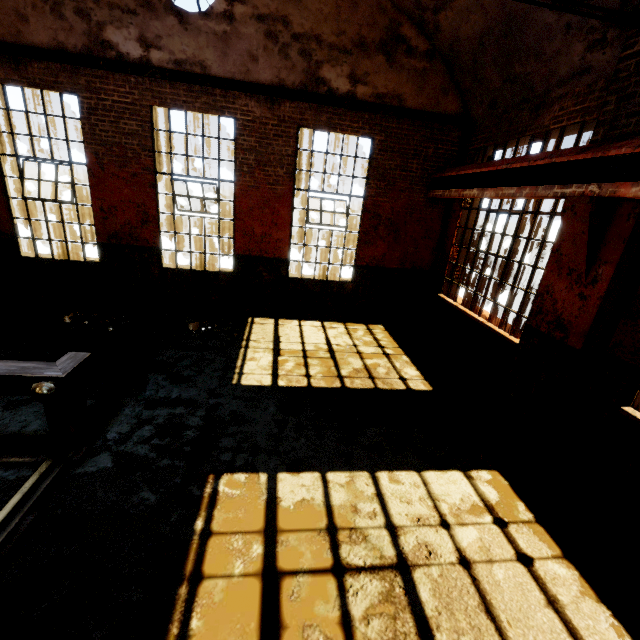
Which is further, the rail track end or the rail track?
the rail track end

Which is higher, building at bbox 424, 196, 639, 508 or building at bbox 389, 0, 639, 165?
building at bbox 389, 0, 639, 165

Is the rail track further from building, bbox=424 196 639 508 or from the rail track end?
building, bbox=424 196 639 508

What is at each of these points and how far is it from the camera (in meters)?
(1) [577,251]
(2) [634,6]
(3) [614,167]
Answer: (1) building, 4.14
(2) building, 3.80
(3) beam, 3.65

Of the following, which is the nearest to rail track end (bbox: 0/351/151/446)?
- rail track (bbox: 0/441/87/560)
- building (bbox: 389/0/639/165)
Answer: rail track (bbox: 0/441/87/560)

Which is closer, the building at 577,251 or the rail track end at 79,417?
the rail track end at 79,417

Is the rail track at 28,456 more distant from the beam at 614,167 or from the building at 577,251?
the beam at 614,167
